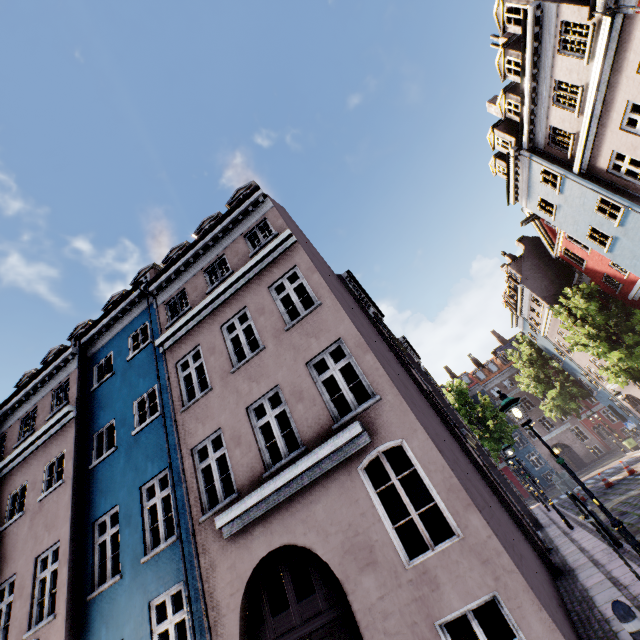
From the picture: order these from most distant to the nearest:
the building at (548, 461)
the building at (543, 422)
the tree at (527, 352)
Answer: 1. the building at (548, 461)
2. the building at (543, 422)
3. the tree at (527, 352)

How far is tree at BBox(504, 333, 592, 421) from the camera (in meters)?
30.62

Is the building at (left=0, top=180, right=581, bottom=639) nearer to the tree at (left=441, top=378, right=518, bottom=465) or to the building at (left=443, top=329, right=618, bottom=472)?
the tree at (left=441, top=378, right=518, bottom=465)

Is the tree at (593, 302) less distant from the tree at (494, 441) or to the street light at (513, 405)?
the street light at (513, 405)

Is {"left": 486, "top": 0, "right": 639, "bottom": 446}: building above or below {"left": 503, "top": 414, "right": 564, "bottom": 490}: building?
above

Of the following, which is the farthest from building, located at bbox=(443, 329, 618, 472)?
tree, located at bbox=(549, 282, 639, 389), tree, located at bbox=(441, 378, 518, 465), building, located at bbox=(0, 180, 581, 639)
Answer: building, located at bbox=(0, 180, 581, 639)

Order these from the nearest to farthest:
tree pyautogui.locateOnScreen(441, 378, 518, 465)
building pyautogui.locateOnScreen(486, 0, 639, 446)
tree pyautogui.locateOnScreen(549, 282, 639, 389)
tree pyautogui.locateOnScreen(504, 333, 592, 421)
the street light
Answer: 1. the street light
2. building pyautogui.locateOnScreen(486, 0, 639, 446)
3. tree pyautogui.locateOnScreen(549, 282, 639, 389)
4. tree pyautogui.locateOnScreen(504, 333, 592, 421)
5. tree pyautogui.locateOnScreen(441, 378, 518, 465)

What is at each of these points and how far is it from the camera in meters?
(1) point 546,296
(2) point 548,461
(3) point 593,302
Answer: (1) building, 25.4 m
(2) building, 38.6 m
(3) tree, 20.4 m
